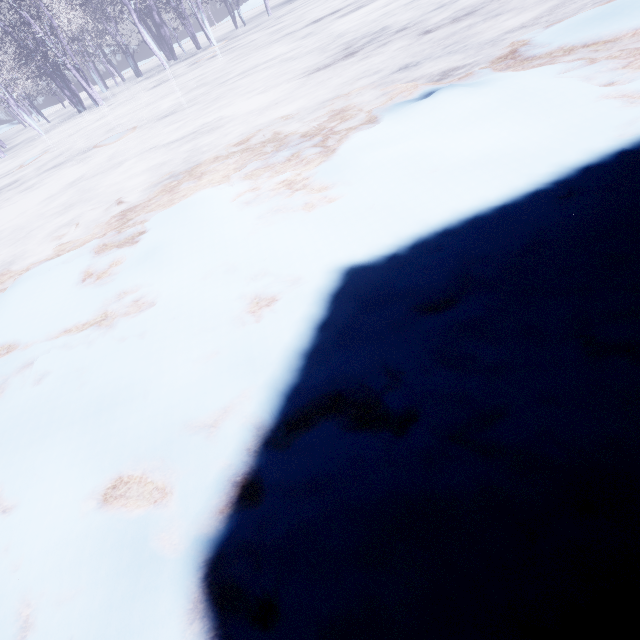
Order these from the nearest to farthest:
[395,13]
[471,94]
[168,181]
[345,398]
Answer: [345,398] < [471,94] < [168,181] < [395,13]
